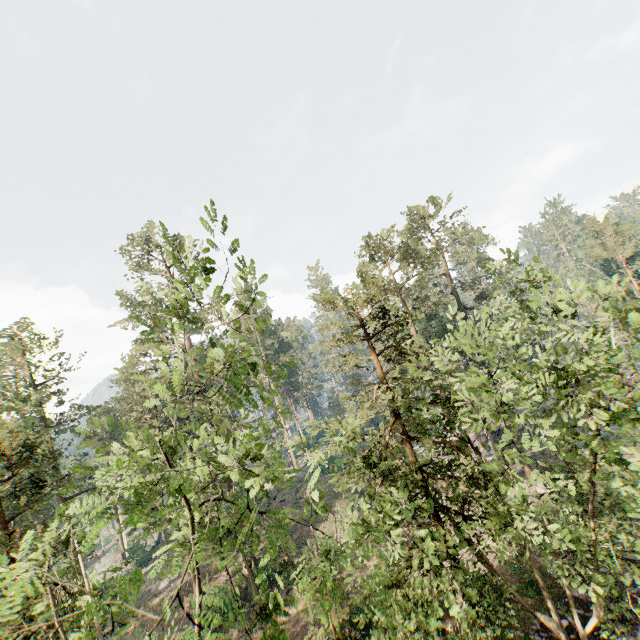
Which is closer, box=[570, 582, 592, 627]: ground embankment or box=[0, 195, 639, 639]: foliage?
box=[0, 195, 639, 639]: foliage

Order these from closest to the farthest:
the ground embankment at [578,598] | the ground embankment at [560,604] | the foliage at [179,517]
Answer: the foliage at [179,517], the ground embankment at [560,604], the ground embankment at [578,598]

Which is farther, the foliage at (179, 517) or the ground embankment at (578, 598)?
the ground embankment at (578, 598)

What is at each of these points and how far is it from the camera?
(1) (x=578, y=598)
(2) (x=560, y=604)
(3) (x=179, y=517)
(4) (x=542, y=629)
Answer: (1) ground embankment, 18.6m
(2) ground embankment, 18.6m
(3) foliage, 4.3m
(4) ground embankment, 17.4m

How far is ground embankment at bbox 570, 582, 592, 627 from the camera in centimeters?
1730cm

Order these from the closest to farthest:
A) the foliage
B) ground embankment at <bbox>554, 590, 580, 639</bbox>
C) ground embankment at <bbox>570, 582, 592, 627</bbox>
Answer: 1. the foliage
2. ground embankment at <bbox>554, 590, 580, 639</bbox>
3. ground embankment at <bbox>570, 582, 592, 627</bbox>

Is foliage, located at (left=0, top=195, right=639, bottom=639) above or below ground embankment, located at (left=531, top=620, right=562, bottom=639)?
above
